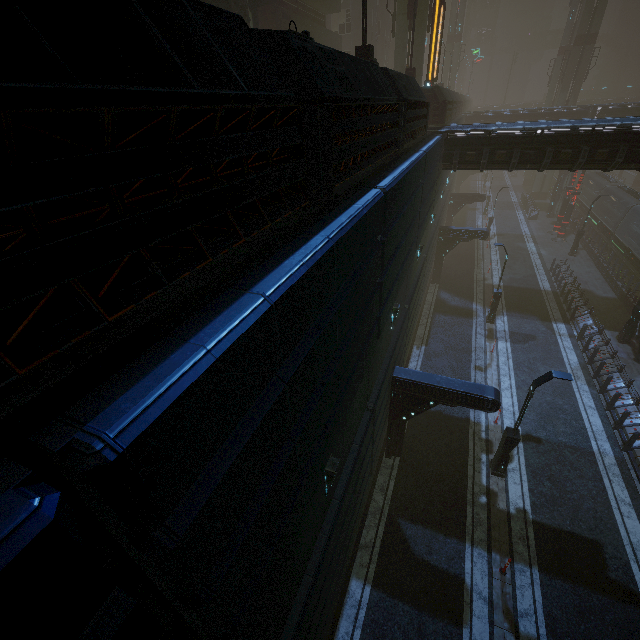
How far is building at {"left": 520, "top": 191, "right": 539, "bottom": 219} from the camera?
40.9 meters

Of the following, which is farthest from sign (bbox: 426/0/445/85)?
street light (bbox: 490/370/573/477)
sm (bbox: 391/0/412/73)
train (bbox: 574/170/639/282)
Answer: train (bbox: 574/170/639/282)

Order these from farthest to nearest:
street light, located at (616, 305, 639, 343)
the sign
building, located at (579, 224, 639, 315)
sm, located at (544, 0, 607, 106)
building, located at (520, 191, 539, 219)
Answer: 1. building, located at (520, 191, 539, 219)
2. sm, located at (544, 0, 607, 106)
3. building, located at (579, 224, 639, 315)
4. street light, located at (616, 305, 639, 343)
5. the sign

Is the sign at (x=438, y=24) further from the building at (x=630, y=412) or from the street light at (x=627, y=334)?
the street light at (x=627, y=334)

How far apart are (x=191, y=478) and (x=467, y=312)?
24.89m

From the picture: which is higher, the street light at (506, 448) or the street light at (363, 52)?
the street light at (363, 52)

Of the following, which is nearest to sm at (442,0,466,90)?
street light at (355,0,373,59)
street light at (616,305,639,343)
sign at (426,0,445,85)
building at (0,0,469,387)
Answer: building at (0,0,469,387)

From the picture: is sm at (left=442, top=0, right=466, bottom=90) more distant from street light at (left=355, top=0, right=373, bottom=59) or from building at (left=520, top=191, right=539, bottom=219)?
street light at (left=355, top=0, right=373, bottom=59)
